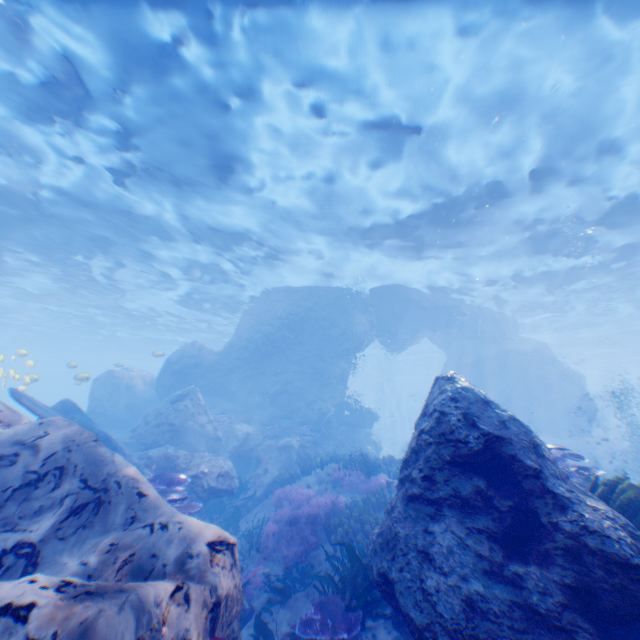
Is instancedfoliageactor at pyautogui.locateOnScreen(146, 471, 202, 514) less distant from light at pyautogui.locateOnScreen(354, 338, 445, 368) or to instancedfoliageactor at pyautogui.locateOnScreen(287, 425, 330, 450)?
instancedfoliageactor at pyautogui.locateOnScreen(287, 425, 330, 450)

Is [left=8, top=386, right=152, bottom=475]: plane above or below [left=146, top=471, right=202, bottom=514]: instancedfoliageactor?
above

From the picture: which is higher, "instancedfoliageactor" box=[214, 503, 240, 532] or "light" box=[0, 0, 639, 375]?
"light" box=[0, 0, 639, 375]

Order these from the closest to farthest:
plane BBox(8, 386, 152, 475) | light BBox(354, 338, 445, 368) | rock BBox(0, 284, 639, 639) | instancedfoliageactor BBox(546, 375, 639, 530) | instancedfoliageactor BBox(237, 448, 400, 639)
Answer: rock BBox(0, 284, 639, 639) → instancedfoliageactor BBox(546, 375, 639, 530) → instancedfoliageactor BBox(237, 448, 400, 639) → plane BBox(8, 386, 152, 475) → light BBox(354, 338, 445, 368)

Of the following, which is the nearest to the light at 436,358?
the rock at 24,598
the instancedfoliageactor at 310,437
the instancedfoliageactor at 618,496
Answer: the rock at 24,598

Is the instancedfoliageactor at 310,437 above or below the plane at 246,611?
above

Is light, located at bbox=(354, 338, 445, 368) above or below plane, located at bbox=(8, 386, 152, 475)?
above

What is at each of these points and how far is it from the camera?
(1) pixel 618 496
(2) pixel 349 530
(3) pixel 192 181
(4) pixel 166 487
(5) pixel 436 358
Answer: (1) instancedfoliageactor, 4.61m
(2) instancedfoliageactor, 8.92m
(3) light, 12.80m
(4) instancedfoliageactor, 7.71m
(5) light, 49.28m
